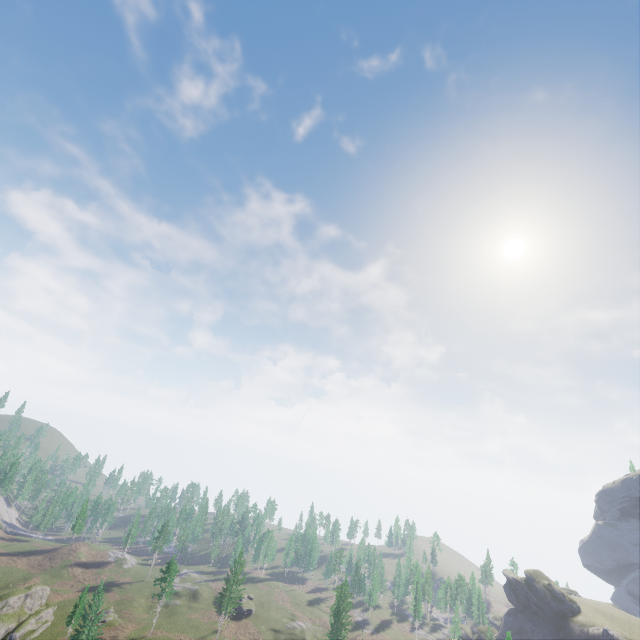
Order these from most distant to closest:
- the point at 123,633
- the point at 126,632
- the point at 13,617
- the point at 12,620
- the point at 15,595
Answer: the point at 126,632
the point at 123,633
the point at 15,595
the point at 13,617
the point at 12,620
